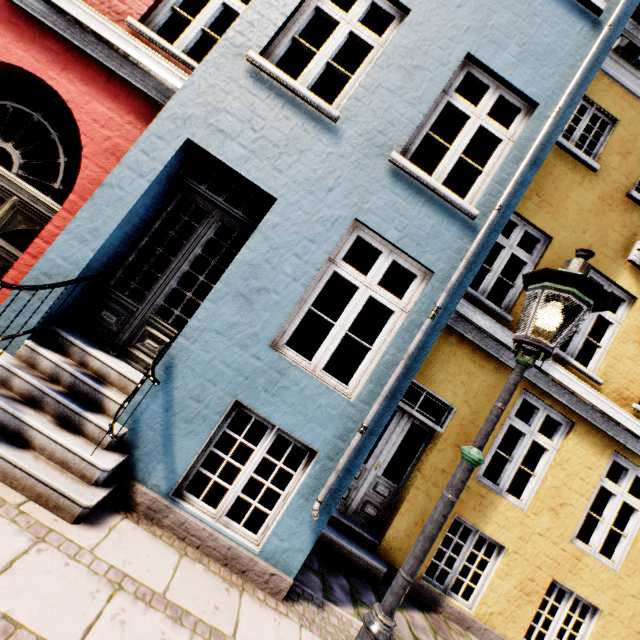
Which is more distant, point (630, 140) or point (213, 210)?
point (630, 140)

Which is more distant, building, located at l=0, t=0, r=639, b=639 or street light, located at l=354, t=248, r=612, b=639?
building, located at l=0, t=0, r=639, b=639

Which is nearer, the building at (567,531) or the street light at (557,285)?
the street light at (557,285)
